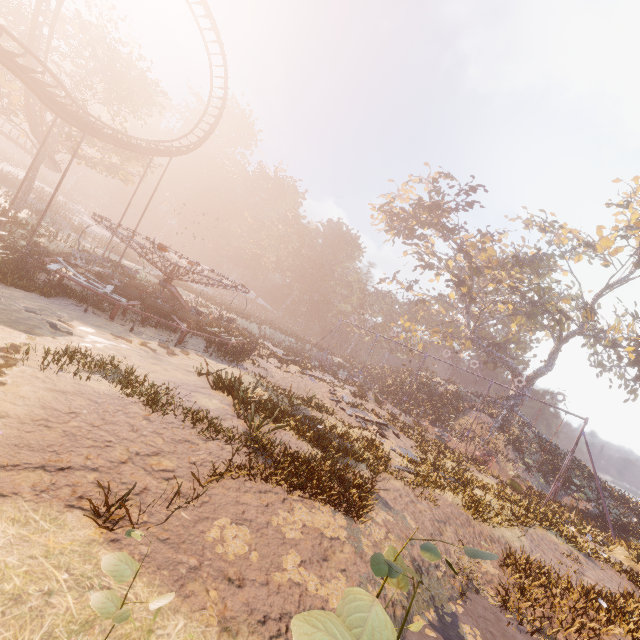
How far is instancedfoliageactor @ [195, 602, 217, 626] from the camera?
3.83m

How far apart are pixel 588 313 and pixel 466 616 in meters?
29.3

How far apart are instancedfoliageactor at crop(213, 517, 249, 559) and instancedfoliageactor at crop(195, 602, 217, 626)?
0.6m

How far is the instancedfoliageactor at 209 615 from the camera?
3.83m

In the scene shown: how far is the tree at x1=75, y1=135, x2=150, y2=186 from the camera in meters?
31.9

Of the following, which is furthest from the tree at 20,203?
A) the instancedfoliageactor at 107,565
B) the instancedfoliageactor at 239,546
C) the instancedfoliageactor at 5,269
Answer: the instancedfoliageactor at 107,565

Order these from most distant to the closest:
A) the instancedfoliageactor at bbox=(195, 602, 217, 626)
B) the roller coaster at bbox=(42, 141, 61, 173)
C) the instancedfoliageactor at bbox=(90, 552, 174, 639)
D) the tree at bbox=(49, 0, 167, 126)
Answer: the roller coaster at bbox=(42, 141, 61, 173), the tree at bbox=(49, 0, 167, 126), the instancedfoliageactor at bbox=(195, 602, 217, 626), the instancedfoliageactor at bbox=(90, 552, 174, 639)
